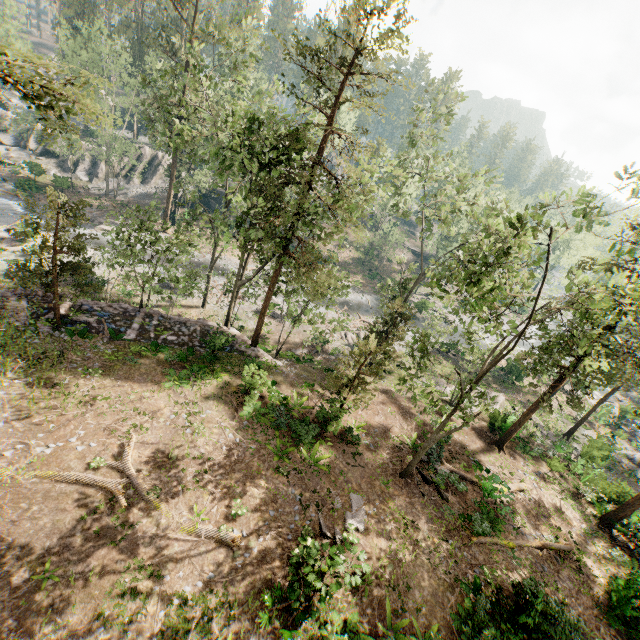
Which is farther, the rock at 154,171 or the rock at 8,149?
the rock at 154,171

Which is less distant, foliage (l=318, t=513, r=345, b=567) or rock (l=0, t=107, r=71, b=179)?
foliage (l=318, t=513, r=345, b=567)

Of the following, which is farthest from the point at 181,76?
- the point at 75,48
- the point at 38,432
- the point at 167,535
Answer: the point at 167,535

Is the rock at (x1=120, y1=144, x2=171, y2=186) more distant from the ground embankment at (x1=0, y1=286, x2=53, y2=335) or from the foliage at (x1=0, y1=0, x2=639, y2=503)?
the ground embankment at (x1=0, y1=286, x2=53, y2=335)

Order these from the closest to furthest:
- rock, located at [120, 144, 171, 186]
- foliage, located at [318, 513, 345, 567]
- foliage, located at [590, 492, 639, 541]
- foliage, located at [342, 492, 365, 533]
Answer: foliage, located at [318, 513, 345, 567] < foliage, located at [342, 492, 365, 533] < foliage, located at [590, 492, 639, 541] < rock, located at [120, 144, 171, 186]

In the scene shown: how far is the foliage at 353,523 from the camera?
14.4m

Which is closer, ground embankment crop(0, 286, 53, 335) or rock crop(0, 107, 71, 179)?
ground embankment crop(0, 286, 53, 335)
